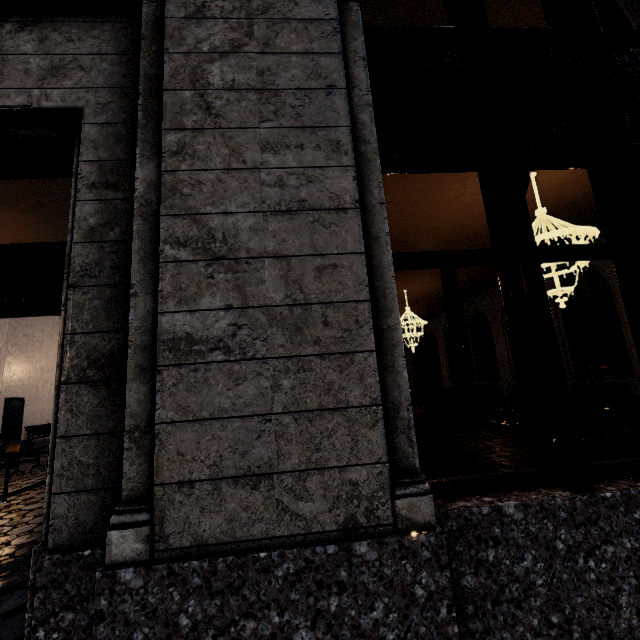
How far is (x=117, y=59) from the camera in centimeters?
199cm
